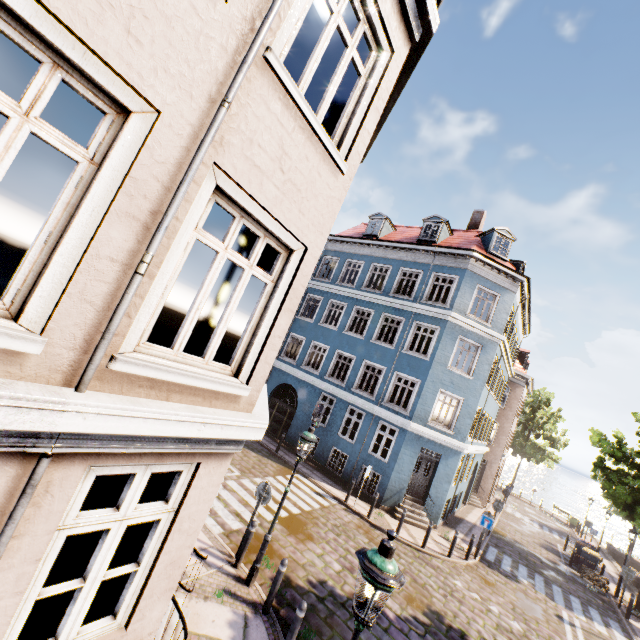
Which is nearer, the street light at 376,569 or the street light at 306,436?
the street light at 376,569

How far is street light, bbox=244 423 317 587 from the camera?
7.4 meters

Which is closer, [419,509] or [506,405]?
[419,509]

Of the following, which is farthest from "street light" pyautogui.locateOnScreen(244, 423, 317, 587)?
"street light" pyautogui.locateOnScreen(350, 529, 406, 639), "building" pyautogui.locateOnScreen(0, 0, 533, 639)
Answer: "street light" pyautogui.locateOnScreen(350, 529, 406, 639)

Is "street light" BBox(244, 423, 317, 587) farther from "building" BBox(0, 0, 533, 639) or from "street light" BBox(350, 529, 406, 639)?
"street light" BBox(350, 529, 406, 639)

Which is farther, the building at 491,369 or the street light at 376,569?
the street light at 376,569
